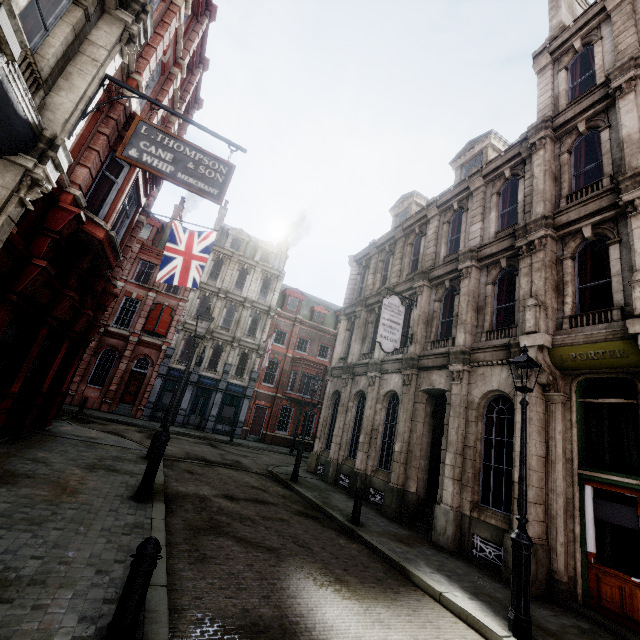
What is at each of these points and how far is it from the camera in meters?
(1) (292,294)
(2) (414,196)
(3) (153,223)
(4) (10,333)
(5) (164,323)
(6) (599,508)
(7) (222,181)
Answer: (1) roof window, 34.4 m
(2) roof window, 19.3 m
(3) roof window, 29.6 m
(4) sign, 8.1 m
(5) sign, 27.1 m
(6) sign, 7.2 m
(7) sign, 7.1 m

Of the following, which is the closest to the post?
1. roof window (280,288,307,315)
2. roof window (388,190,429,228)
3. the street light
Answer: the street light

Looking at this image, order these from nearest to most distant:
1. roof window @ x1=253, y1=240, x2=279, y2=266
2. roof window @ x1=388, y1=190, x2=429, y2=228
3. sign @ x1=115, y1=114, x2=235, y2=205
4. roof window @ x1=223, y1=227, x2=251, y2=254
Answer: sign @ x1=115, y1=114, x2=235, y2=205 → roof window @ x1=388, y1=190, x2=429, y2=228 → roof window @ x1=223, y1=227, x2=251, y2=254 → roof window @ x1=253, y1=240, x2=279, y2=266

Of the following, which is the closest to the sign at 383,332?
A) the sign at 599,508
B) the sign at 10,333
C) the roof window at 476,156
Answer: the roof window at 476,156

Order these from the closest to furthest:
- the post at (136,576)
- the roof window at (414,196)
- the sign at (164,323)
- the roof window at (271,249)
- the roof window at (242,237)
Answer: the post at (136,576) < the roof window at (414,196) < the sign at (164,323) < the roof window at (242,237) < the roof window at (271,249)

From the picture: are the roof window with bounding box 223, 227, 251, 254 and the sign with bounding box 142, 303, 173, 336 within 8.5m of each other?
yes

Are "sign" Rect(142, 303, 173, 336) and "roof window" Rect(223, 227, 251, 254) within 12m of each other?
yes

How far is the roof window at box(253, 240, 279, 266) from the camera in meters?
33.8
